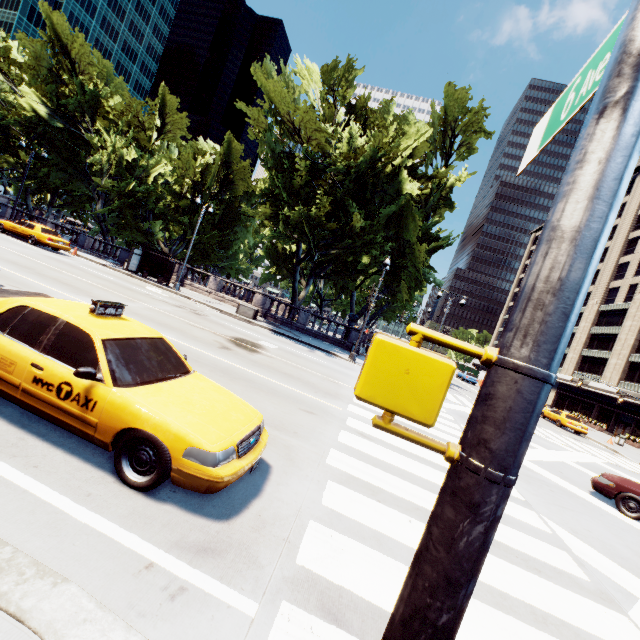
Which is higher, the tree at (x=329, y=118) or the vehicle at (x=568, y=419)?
the tree at (x=329, y=118)

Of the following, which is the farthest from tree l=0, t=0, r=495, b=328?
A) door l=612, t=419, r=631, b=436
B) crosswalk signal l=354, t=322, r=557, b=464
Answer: door l=612, t=419, r=631, b=436

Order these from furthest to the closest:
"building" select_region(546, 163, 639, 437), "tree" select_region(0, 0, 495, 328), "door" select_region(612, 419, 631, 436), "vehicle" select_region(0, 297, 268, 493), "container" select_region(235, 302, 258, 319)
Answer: "building" select_region(546, 163, 639, 437) → "door" select_region(612, 419, 631, 436) → "container" select_region(235, 302, 258, 319) → "tree" select_region(0, 0, 495, 328) → "vehicle" select_region(0, 297, 268, 493)

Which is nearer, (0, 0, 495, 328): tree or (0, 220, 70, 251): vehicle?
Result: (0, 220, 70, 251): vehicle

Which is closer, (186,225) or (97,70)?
(97,70)

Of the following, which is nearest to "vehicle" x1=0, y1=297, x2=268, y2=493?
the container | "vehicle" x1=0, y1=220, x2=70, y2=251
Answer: the container

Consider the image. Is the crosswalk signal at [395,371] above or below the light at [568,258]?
below

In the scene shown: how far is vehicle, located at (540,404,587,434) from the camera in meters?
27.9 m
